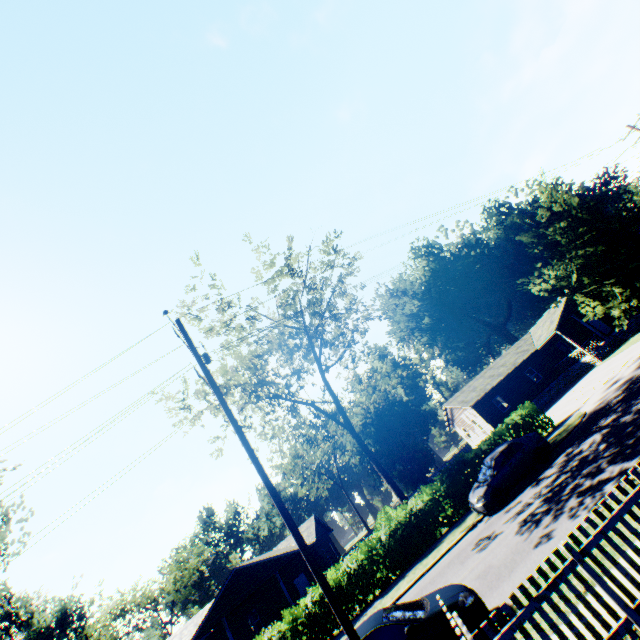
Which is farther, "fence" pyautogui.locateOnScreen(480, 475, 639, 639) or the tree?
the tree

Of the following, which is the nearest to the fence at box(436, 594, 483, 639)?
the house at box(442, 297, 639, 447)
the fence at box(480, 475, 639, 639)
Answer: the fence at box(480, 475, 639, 639)

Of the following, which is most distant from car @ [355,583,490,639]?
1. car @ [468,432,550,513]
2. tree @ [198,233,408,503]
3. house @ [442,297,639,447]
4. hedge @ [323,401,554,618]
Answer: house @ [442,297,639,447]

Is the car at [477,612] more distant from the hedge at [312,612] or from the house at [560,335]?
the house at [560,335]

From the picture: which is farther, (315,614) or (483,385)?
(483,385)

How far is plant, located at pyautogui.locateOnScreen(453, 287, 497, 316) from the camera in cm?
5703

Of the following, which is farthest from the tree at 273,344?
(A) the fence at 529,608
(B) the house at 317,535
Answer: (A) the fence at 529,608
